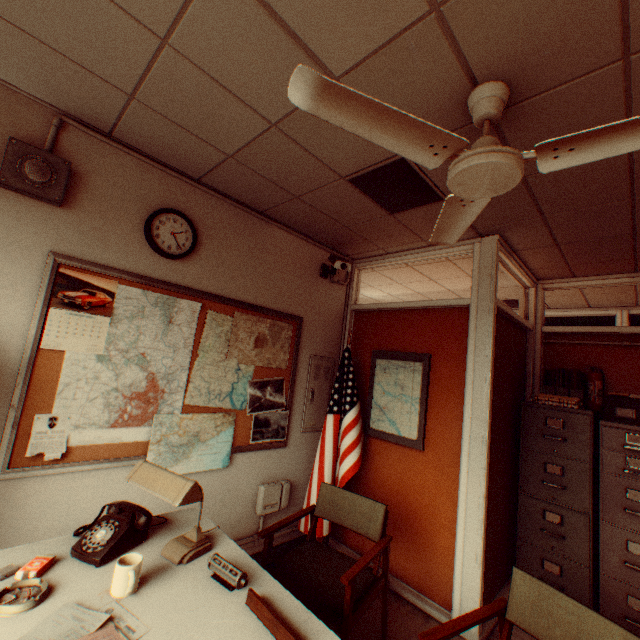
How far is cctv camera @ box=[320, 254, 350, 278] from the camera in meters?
3.5

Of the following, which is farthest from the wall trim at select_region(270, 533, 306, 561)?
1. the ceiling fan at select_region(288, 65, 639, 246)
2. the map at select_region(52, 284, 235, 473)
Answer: the ceiling fan at select_region(288, 65, 639, 246)

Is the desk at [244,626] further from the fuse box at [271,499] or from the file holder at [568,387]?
the file holder at [568,387]

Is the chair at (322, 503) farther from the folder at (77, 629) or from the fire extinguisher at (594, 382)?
the fire extinguisher at (594, 382)

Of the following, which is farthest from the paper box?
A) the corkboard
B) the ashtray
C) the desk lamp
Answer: the ashtray

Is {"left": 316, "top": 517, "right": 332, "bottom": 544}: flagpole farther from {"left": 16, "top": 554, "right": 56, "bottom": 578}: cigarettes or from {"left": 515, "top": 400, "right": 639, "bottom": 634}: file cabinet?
{"left": 16, "top": 554, "right": 56, "bottom": 578}: cigarettes

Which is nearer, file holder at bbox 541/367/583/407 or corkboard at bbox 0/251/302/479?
corkboard at bbox 0/251/302/479

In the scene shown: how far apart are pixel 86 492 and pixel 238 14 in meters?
3.0 m
